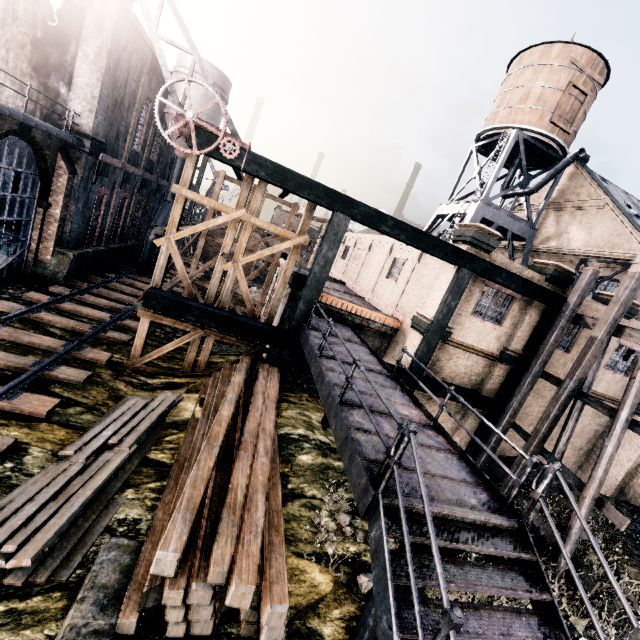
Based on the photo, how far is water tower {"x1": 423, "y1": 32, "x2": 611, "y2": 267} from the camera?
22.72m

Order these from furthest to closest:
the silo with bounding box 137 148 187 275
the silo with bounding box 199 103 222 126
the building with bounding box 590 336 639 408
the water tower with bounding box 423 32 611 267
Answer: the silo with bounding box 137 148 187 275 < the silo with bounding box 199 103 222 126 < the water tower with bounding box 423 32 611 267 < the building with bounding box 590 336 639 408

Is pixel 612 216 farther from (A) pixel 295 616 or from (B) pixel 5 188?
(B) pixel 5 188

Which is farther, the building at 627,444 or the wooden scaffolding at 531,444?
the building at 627,444

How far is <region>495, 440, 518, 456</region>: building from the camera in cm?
1842

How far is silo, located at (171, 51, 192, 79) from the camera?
23.8 meters

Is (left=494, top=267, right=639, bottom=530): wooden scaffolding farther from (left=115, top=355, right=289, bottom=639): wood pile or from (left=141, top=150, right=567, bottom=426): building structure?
(left=115, top=355, right=289, bottom=639): wood pile

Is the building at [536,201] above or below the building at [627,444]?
above
